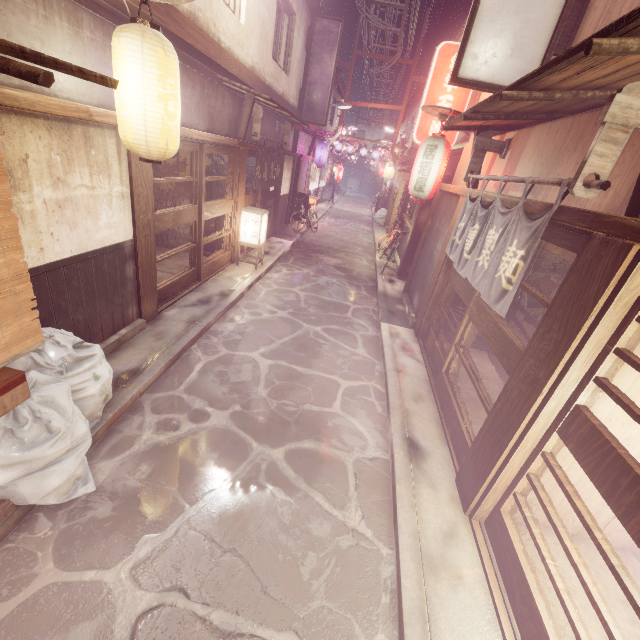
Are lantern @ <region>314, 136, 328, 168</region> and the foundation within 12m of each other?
no

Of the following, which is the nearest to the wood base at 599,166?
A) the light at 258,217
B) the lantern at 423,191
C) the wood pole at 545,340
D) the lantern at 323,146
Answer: the wood pole at 545,340

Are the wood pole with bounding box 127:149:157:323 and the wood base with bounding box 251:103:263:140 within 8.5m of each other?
yes

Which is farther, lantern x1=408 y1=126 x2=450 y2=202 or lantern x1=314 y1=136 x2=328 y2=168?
lantern x1=314 y1=136 x2=328 y2=168

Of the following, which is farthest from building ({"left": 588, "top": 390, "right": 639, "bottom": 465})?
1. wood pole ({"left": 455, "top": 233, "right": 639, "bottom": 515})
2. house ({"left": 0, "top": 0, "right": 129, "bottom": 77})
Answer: house ({"left": 0, "top": 0, "right": 129, "bottom": 77})

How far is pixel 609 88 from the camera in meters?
5.3

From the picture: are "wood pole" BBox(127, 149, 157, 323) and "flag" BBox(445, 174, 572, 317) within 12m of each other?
yes

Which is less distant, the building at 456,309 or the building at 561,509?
the building at 561,509
